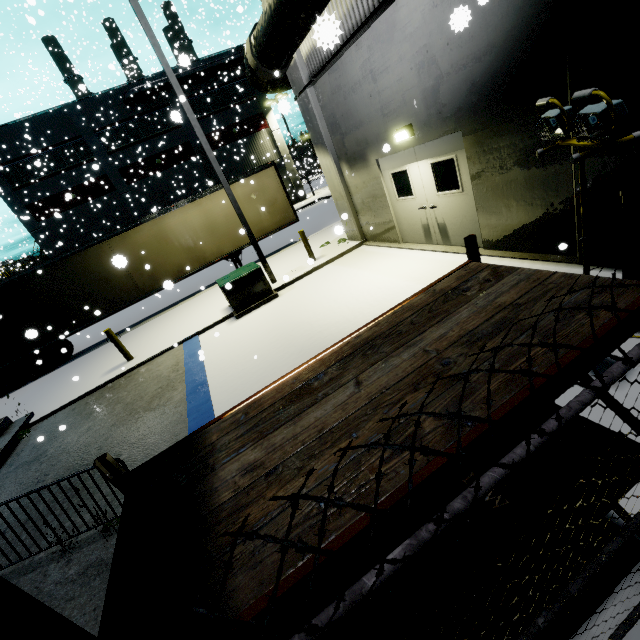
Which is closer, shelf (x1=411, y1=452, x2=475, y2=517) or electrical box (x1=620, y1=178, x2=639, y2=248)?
shelf (x1=411, y1=452, x2=475, y2=517)

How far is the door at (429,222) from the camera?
6.8 meters

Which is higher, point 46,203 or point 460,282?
point 46,203

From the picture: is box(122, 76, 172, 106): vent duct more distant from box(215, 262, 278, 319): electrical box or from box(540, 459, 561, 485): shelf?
box(540, 459, 561, 485): shelf

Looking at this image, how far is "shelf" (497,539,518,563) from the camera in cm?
162

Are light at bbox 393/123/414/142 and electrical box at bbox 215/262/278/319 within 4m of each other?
no

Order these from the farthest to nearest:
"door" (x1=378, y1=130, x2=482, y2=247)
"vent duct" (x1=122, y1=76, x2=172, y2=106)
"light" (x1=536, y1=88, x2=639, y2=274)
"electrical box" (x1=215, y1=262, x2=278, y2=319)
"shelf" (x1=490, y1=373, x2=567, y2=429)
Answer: "vent duct" (x1=122, y1=76, x2=172, y2=106) → "electrical box" (x1=215, y1=262, x2=278, y2=319) → "door" (x1=378, y1=130, x2=482, y2=247) → "light" (x1=536, y1=88, x2=639, y2=274) → "shelf" (x1=490, y1=373, x2=567, y2=429)

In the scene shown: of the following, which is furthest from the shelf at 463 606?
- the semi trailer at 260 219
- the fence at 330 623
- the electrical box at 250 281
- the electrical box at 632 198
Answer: the electrical box at 250 281
